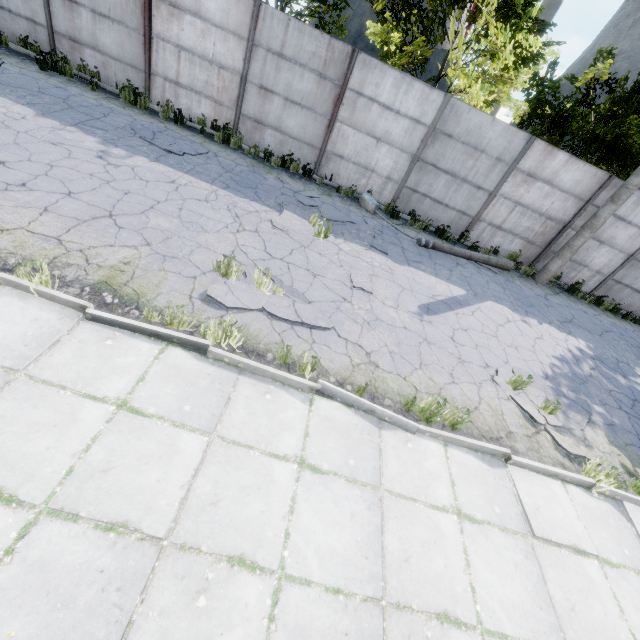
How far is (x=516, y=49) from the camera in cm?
1280

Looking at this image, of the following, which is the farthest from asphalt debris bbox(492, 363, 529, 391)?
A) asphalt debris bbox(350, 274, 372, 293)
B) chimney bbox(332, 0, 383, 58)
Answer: chimney bbox(332, 0, 383, 58)

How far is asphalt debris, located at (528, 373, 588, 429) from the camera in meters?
6.0 m

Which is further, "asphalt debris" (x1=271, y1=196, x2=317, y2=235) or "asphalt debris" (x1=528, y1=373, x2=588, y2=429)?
"asphalt debris" (x1=271, y1=196, x2=317, y2=235)

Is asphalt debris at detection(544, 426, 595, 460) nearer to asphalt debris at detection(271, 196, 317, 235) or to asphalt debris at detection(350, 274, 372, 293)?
asphalt debris at detection(350, 274, 372, 293)

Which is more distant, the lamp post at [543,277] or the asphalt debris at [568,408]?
the lamp post at [543,277]

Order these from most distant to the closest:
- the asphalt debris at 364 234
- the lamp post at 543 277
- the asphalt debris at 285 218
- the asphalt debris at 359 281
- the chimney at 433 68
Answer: the chimney at 433 68, the lamp post at 543 277, the asphalt debris at 364 234, the asphalt debris at 285 218, the asphalt debris at 359 281

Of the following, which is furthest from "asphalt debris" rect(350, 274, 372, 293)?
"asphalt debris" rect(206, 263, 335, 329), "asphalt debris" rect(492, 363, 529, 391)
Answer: "asphalt debris" rect(492, 363, 529, 391)
